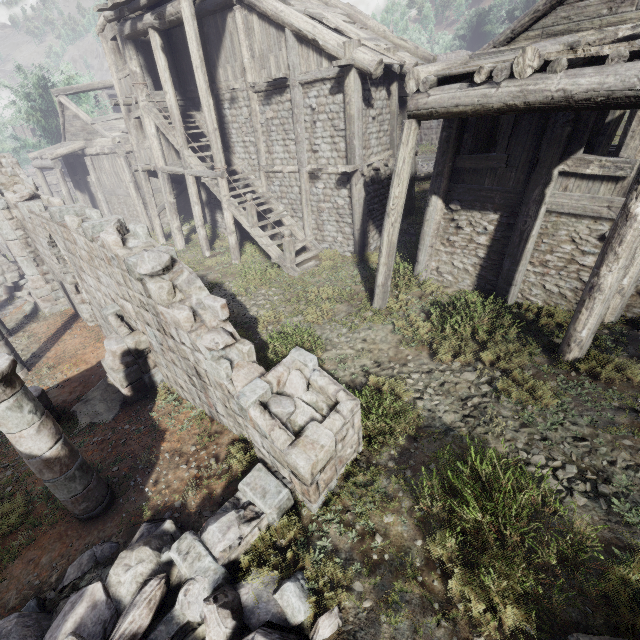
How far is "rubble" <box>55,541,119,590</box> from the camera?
4.6 meters

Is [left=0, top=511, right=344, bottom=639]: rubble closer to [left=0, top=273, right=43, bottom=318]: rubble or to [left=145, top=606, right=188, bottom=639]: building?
[left=145, top=606, right=188, bottom=639]: building

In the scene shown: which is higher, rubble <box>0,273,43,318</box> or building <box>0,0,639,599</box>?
building <box>0,0,639,599</box>

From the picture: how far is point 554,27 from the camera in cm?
668

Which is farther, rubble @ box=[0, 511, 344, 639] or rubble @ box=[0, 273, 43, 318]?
rubble @ box=[0, 273, 43, 318]

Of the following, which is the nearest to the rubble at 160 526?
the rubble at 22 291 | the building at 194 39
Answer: the building at 194 39

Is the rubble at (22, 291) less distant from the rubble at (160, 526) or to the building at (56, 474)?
the building at (56, 474)
